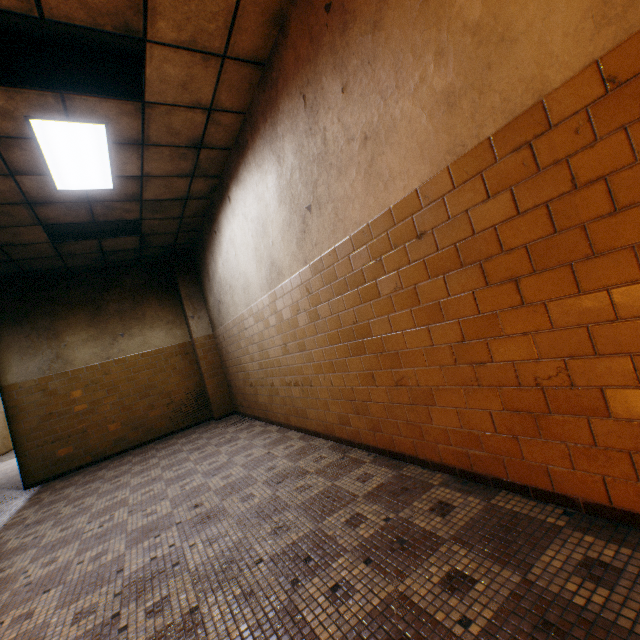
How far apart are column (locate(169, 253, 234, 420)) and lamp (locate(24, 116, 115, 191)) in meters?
3.1 m

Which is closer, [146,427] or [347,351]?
[347,351]

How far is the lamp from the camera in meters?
3.2 m

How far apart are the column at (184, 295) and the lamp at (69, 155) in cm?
312

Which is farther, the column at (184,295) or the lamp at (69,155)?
the column at (184,295)

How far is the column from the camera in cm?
745

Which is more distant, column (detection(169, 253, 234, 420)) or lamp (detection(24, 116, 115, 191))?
column (detection(169, 253, 234, 420))

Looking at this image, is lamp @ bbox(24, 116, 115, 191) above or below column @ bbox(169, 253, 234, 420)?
above
